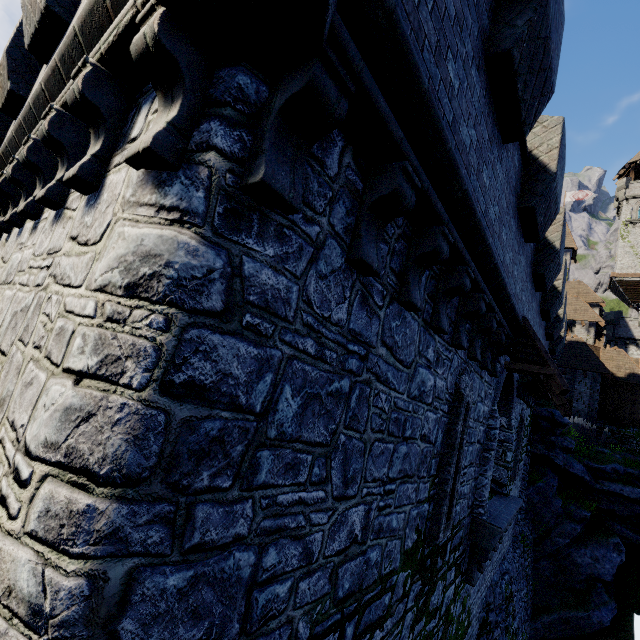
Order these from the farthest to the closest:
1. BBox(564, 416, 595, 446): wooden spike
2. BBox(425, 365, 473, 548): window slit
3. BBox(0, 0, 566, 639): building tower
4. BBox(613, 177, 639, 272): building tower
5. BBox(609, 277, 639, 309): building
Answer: Result: BBox(613, 177, 639, 272): building tower → BBox(609, 277, 639, 309): building → BBox(564, 416, 595, 446): wooden spike → BBox(425, 365, 473, 548): window slit → BBox(0, 0, 566, 639): building tower

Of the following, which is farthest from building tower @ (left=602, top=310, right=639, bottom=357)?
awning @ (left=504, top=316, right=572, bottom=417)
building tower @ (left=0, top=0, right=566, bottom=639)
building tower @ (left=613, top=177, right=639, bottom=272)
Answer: awning @ (left=504, top=316, right=572, bottom=417)

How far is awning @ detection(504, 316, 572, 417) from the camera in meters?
6.1 m

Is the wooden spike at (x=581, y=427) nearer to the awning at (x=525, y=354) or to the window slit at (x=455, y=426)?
the awning at (x=525, y=354)

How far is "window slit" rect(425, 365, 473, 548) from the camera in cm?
487

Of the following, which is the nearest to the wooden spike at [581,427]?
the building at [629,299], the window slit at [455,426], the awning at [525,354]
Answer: the awning at [525,354]

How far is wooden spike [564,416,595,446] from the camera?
22.6 meters

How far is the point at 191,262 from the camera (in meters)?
1.71
